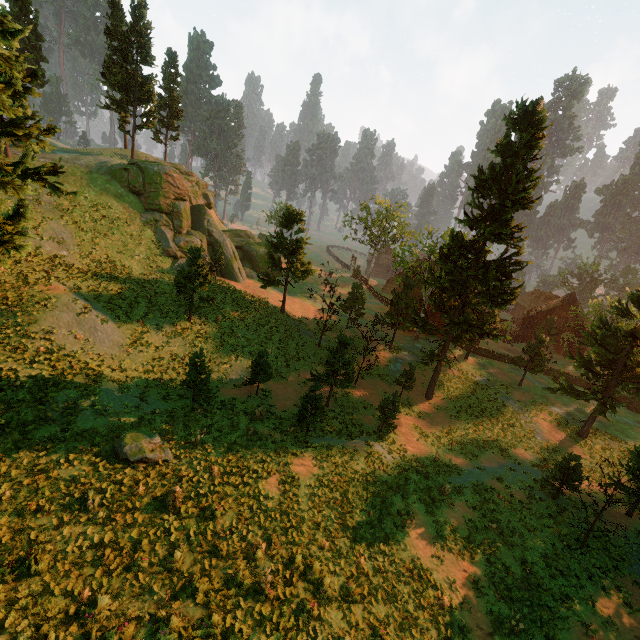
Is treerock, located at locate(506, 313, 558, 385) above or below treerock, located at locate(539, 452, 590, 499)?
above

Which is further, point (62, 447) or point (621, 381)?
point (621, 381)

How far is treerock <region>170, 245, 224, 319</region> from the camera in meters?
24.3

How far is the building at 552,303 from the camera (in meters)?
46.56

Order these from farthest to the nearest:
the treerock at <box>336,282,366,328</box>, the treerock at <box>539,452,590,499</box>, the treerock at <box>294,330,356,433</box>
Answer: the treerock at <box>336,282,366,328</box>
the treerock at <box>294,330,356,433</box>
the treerock at <box>539,452,590,499</box>

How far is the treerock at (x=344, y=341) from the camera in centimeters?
1966cm

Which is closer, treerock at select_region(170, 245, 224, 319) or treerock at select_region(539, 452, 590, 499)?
treerock at select_region(539, 452, 590, 499)
